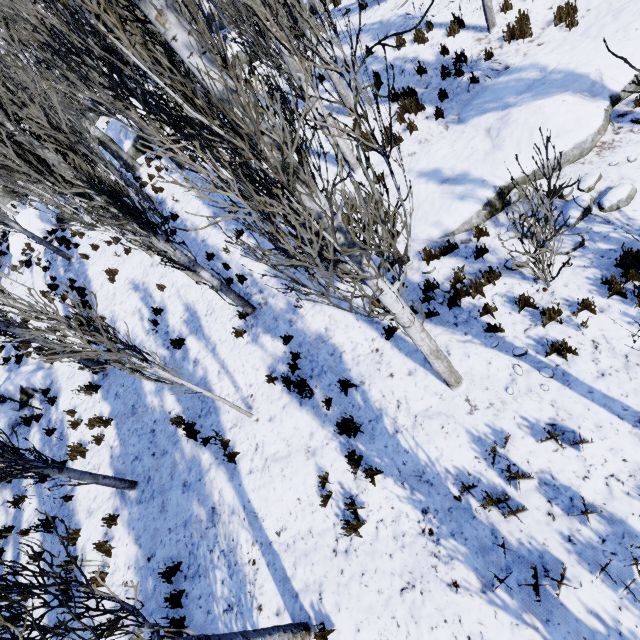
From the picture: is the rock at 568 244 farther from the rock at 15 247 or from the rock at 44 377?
the rock at 15 247

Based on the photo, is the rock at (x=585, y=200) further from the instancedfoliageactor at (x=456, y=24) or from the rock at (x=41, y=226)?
the rock at (x=41, y=226)

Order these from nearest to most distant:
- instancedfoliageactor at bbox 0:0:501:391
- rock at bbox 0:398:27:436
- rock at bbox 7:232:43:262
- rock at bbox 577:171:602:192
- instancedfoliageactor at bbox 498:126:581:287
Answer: instancedfoliageactor at bbox 0:0:501:391 → instancedfoliageactor at bbox 498:126:581:287 → rock at bbox 577:171:602:192 → rock at bbox 0:398:27:436 → rock at bbox 7:232:43:262

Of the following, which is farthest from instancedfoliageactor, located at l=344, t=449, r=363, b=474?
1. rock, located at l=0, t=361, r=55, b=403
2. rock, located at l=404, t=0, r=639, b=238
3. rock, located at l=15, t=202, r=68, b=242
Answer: rock, located at l=0, t=361, r=55, b=403

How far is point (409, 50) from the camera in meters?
9.2

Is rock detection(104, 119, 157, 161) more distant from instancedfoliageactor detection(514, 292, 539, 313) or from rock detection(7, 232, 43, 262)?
rock detection(7, 232, 43, 262)

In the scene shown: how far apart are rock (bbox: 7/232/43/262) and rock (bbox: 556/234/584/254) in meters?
26.9
